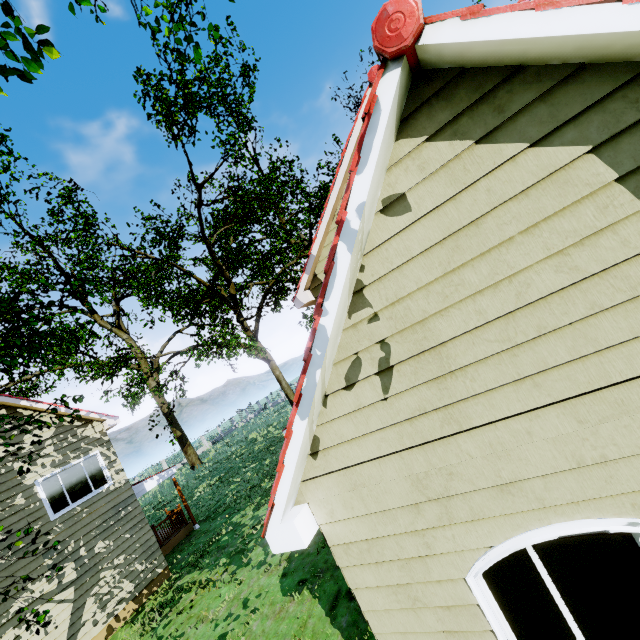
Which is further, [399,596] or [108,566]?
[108,566]

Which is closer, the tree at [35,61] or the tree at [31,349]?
the tree at [35,61]

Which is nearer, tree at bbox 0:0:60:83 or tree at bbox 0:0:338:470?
tree at bbox 0:0:60:83
